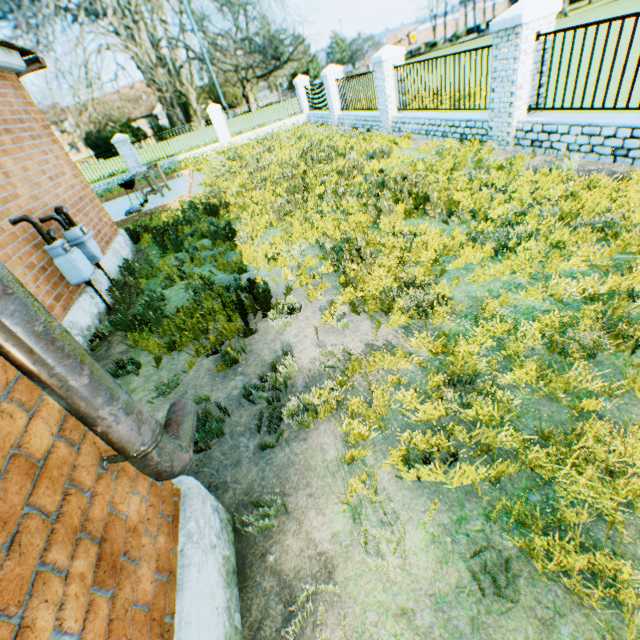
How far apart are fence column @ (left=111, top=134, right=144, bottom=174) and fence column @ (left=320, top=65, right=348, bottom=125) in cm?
1143

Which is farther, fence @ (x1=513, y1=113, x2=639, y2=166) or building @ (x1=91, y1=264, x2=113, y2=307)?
building @ (x1=91, y1=264, x2=113, y2=307)

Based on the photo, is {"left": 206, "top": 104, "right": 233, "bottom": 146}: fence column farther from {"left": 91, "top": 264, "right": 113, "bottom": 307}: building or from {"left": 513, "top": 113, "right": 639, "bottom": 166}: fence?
{"left": 513, "top": 113, "right": 639, "bottom": 166}: fence

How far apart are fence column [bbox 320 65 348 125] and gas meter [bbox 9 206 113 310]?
14.6 meters

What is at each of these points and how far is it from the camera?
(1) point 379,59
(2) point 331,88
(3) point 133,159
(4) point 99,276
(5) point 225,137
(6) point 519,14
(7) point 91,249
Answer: (1) fence column, 10.4m
(2) fence column, 15.2m
(3) fence column, 18.8m
(4) building, 6.0m
(5) fence column, 19.6m
(6) fence column, 5.9m
(7) gas meter, 5.6m

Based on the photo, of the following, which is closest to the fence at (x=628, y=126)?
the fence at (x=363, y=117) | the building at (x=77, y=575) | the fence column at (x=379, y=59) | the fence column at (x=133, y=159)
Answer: the fence column at (x=379, y=59)

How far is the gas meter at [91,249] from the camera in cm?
477

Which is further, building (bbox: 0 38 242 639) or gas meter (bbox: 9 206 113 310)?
gas meter (bbox: 9 206 113 310)
